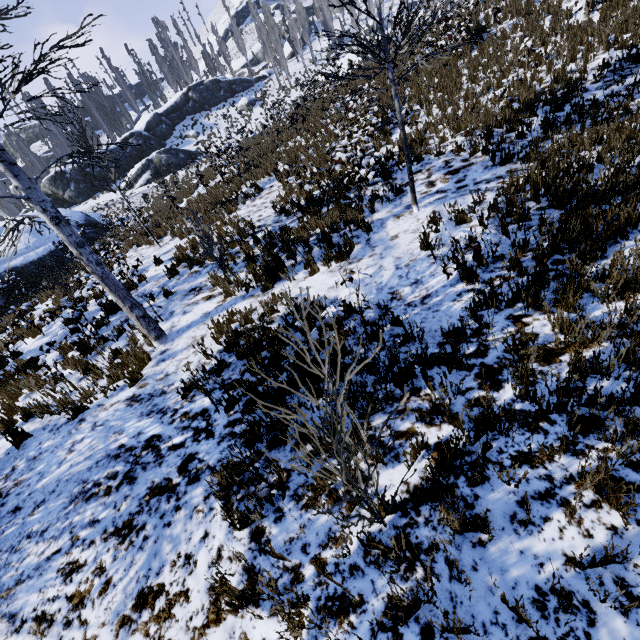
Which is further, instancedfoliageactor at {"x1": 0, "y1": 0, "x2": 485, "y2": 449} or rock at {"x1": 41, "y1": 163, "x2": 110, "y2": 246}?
rock at {"x1": 41, "y1": 163, "x2": 110, "y2": 246}

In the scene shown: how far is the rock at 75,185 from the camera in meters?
23.6 m

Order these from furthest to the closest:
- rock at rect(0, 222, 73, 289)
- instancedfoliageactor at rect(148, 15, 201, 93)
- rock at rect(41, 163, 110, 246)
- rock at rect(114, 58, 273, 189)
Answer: instancedfoliageactor at rect(148, 15, 201, 93) < rock at rect(114, 58, 273, 189) < rock at rect(41, 163, 110, 246) < rock at rect(0, 222, 73, 289)

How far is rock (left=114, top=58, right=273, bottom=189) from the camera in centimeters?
3400cm

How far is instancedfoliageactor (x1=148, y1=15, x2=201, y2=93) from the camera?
47.7m

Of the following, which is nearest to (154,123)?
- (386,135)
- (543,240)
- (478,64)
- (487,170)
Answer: (386,135)

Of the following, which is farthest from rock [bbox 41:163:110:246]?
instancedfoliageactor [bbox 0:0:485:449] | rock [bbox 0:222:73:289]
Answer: rock [bbox 0:222:73:289]

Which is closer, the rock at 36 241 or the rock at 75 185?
the rock at 36 241
